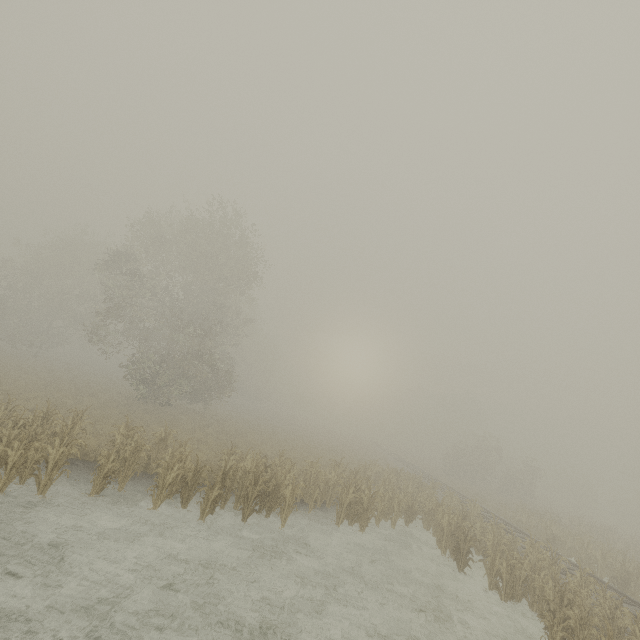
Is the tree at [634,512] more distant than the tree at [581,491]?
No

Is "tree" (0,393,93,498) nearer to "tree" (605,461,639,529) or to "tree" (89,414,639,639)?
"tree" (89,414,639,639)

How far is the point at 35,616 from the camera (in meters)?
5.42

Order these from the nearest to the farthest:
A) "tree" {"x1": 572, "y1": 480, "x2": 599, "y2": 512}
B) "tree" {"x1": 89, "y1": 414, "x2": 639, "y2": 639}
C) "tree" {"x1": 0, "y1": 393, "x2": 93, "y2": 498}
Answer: "tree" {"x1": 0, "y1": 393, "x2": 93, "y2": 498} < "tree" {"x1": 89, "y1": 414, "x2": 639, "y2": 639} < "tree" {"x1": 572, "y1": 480, "x2": 599, "y2": 512}

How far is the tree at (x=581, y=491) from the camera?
55.38m

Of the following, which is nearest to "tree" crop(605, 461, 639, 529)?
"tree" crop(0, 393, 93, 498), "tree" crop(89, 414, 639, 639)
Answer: "tree" crop(89, 414, 639, 639)
